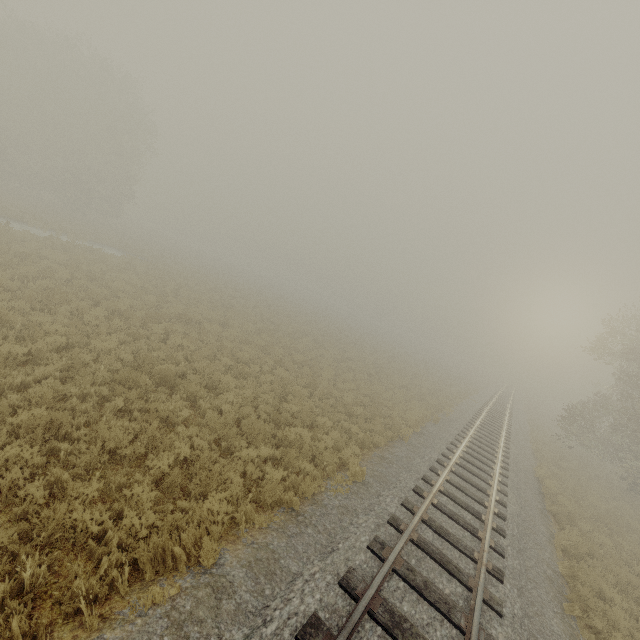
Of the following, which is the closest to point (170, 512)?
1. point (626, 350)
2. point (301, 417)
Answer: point (301, 417)
